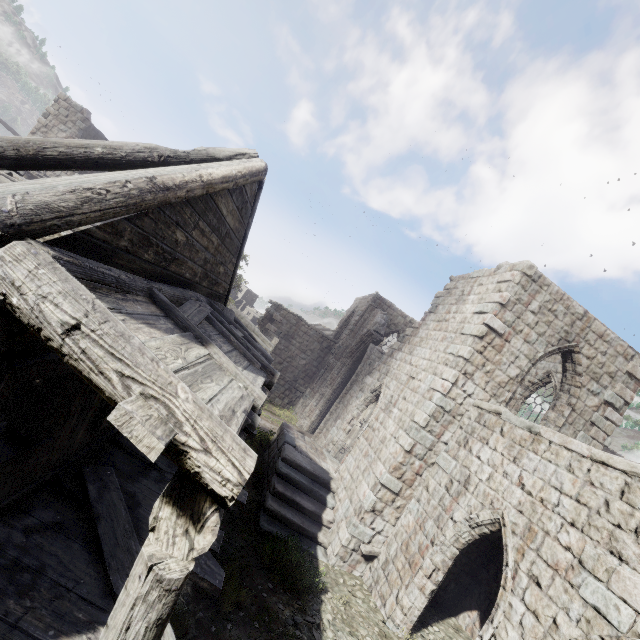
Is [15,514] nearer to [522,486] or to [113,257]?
[113,257]
